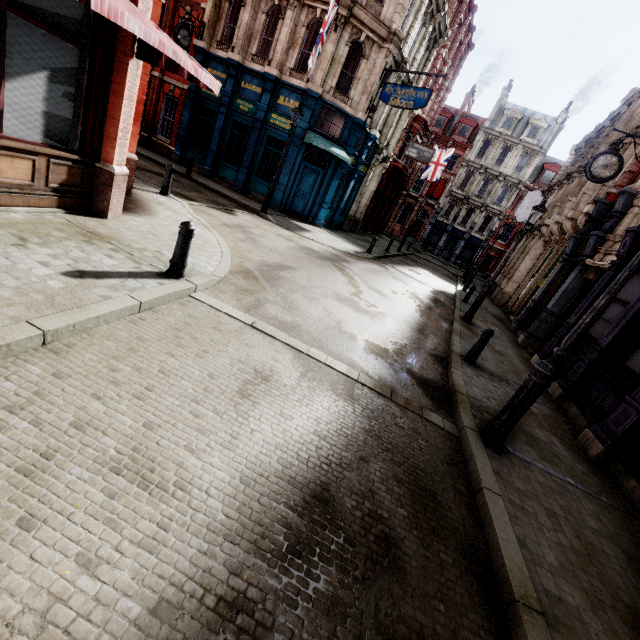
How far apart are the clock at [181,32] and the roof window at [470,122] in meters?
35.9

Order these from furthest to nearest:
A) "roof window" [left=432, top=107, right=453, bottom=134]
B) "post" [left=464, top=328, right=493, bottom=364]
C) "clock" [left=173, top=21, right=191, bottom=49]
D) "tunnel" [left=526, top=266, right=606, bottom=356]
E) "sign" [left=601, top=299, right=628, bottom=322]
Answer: "roof window" [left=432, top=107, right=453, bottom=134], "clock" [left=173, top=21, right=191, bottom=49], "tunnel" [left=526, top=266, right=606, bottom=356], "sign" [left=601, top=299, right=628, bottom=322], "post" [left=464, top=328, right=493, bottom=364]

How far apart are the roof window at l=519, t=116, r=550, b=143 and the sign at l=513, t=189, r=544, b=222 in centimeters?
2218cm

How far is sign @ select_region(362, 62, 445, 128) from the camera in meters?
14.8 m

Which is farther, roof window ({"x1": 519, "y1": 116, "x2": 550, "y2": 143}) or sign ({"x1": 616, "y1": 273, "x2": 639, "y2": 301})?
roof window ({"x1": 519, "y1": 116, "x2": 550, "y2": 143})

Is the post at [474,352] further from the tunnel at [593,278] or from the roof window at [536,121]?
the roof window at [536,121]

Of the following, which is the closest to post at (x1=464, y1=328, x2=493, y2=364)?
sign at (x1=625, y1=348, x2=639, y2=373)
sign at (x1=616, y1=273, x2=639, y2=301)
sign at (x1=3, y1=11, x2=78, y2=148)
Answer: sign at (x1=625, y1=348, x2=639, y2=373)

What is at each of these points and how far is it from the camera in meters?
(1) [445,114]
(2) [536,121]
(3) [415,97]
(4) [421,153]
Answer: (1) roof window, 42.7
(2) roof window, 39.2
(3) sign, 15.1
(4) sign, 23.1
